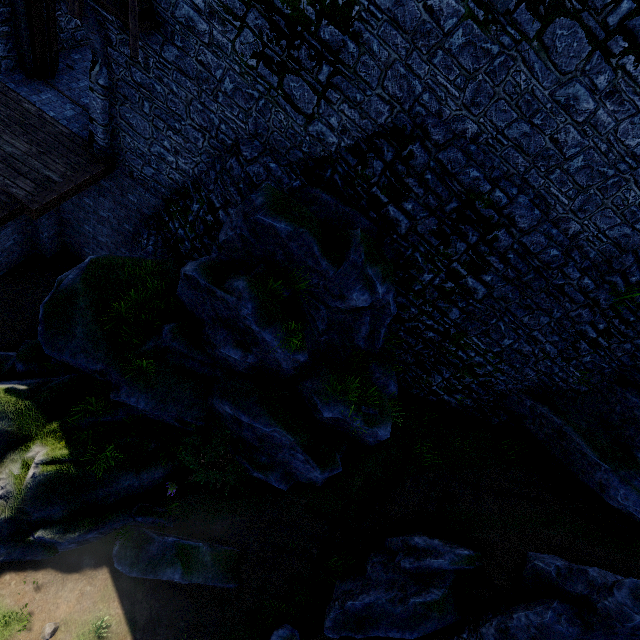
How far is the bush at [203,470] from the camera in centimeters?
901cm

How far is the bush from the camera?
9.01m

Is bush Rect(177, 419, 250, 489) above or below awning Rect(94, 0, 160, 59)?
below

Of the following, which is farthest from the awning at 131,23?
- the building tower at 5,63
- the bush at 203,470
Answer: the bush at 203,470

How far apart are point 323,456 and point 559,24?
10.49m

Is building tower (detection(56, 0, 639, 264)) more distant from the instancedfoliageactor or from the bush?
the instancedfoliageactor

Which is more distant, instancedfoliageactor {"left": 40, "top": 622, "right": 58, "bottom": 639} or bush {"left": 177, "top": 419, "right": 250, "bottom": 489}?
bush {"left": 177, "top": 419, "right": 250, "bottom": 489}

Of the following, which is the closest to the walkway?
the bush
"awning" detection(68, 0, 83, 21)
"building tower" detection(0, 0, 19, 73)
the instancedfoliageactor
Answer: "building tower" detection(0, 0, 19, 73)
